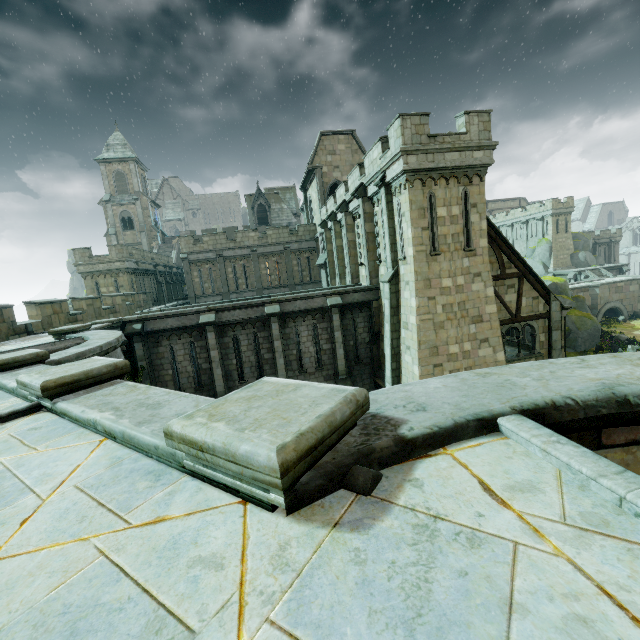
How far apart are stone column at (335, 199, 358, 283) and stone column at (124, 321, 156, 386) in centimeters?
1170cm

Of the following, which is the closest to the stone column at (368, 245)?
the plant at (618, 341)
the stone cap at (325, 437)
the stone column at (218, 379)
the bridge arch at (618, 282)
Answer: the stone column at (218, 379)

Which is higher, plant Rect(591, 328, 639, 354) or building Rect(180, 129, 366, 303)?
building Rect(180, 129, 366, 303)

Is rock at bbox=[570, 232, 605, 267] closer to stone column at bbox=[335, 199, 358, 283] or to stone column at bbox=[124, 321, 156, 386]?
stone column at bbox=[335, 199, 358, 283]

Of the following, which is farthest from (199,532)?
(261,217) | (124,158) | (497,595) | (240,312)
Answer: (124,158)

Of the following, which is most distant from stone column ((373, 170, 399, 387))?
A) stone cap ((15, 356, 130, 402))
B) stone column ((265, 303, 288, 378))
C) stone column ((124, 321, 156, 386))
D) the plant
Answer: the plant

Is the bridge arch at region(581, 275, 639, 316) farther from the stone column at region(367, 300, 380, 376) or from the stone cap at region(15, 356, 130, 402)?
the stone cap at region(15, 356, 130, 402)

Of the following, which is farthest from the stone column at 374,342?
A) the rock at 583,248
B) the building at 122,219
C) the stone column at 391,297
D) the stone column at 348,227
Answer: the rock at 583,248
